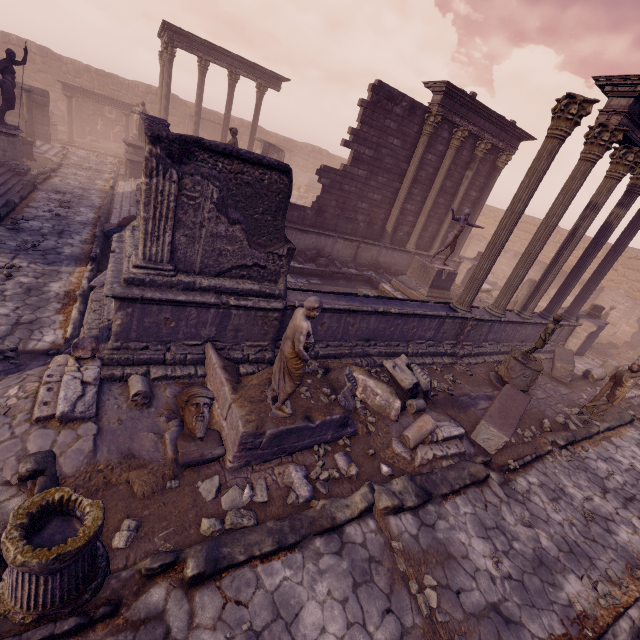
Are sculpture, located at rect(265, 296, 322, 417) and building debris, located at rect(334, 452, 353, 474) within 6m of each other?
yes

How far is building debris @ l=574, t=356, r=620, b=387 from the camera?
11.79m

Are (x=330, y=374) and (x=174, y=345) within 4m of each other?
yes

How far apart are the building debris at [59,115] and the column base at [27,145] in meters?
12.7

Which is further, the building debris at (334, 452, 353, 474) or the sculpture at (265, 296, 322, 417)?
the building debris at (334, 452, 353, 474)

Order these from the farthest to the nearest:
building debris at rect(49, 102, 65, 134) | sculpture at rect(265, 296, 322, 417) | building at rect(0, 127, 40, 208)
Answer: building debris at rect(49, 102, 65, 134), building at rect(0, 127, 40, 208), sculpture at rect(265, 296, 322, 417)

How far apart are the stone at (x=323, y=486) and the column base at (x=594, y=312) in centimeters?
1507cm

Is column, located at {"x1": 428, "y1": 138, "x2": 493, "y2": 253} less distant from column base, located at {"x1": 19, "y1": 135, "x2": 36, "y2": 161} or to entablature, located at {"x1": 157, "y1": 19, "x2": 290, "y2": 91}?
entablature, located at {"x1": 157, "y1": 19, "x2": 290, "y2": 91}
